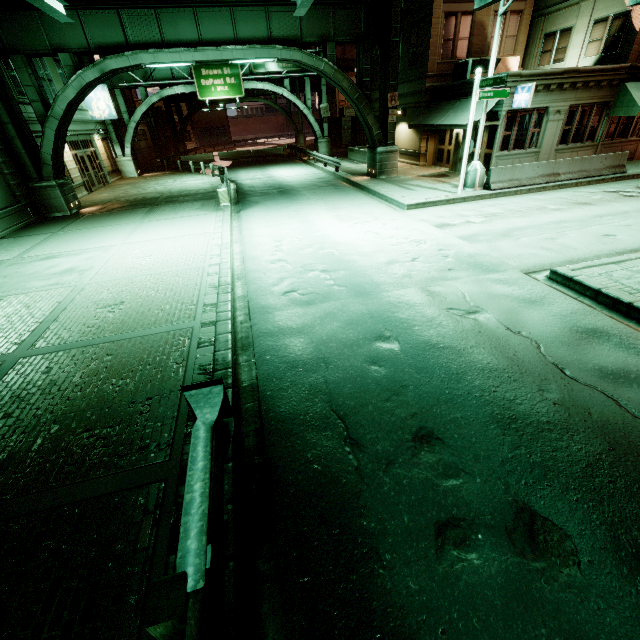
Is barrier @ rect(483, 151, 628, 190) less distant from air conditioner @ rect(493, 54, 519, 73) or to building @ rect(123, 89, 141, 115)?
air conditioner @ rect(493, 54, 519, 73)

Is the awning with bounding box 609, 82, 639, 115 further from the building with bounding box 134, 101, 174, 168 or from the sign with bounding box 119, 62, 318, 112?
the building with bounding box 134, 101, 174, 168

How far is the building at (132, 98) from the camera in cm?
4278

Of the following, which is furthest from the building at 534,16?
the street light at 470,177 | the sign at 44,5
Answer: the sign at 44,5

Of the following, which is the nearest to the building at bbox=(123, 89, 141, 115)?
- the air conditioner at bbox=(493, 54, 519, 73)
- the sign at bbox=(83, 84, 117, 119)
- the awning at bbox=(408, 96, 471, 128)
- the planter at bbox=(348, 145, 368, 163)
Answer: the sign at bbox=(83, 84, 117, 119)

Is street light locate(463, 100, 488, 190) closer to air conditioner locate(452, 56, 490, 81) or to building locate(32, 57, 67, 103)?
air conditioner locate(452, 56, 490, 81)

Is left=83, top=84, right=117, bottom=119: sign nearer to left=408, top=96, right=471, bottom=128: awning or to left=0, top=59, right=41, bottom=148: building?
left=0, top=59, right=41, bottom=148: building

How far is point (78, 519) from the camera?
3.50m
